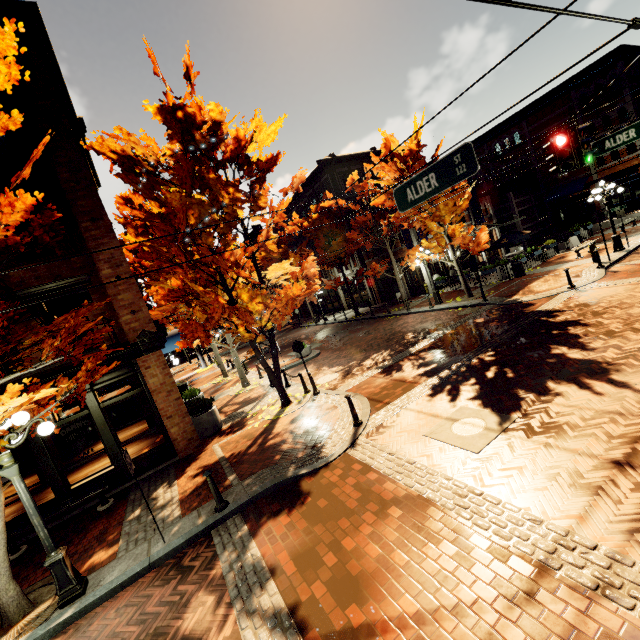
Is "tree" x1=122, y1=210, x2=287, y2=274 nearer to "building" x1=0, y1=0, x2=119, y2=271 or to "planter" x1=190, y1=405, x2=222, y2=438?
"building" x1=0, y1=0, x2=119, y2=271

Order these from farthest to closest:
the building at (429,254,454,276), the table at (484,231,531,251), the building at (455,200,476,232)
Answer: the building at (455,200,476,232) → the building at (429,254,454,276) → the table at (484,231,531,251)

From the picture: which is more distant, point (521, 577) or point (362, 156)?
point (362, 156)

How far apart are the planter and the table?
20.3 meters

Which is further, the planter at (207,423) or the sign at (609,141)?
the planter at (207,423)

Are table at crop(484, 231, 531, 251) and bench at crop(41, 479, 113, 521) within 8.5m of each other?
no

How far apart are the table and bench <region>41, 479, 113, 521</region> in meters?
23.9 m

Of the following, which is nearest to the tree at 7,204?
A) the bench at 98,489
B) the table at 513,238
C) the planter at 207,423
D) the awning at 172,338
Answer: the awning at 172,338
